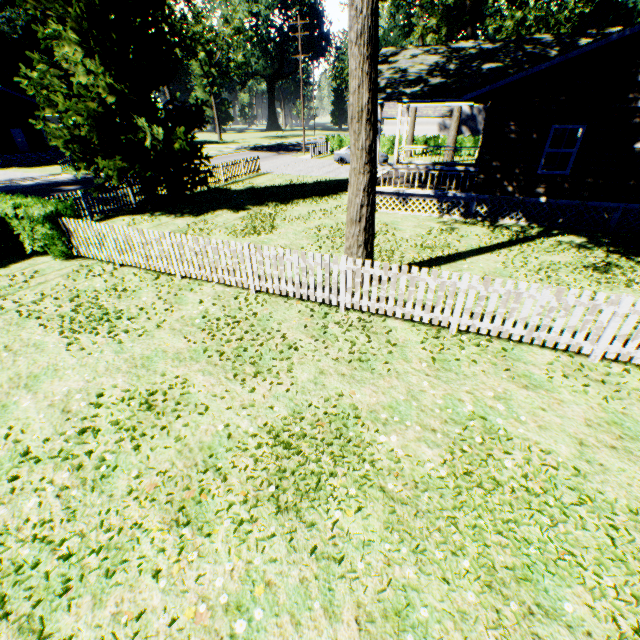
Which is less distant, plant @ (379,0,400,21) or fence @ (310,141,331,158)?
plant @ (379,0,400,21)

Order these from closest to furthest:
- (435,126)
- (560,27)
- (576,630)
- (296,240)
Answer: (576,630) → (296,240) → (435,126) → (560,27)

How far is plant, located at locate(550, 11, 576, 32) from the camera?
57.92m

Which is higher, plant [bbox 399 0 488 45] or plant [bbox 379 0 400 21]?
plant [bbox 379 0 400 21]

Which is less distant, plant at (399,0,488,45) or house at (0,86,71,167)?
plant at (399,0,488,45)

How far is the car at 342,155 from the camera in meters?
29.0

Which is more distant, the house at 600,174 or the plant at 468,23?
the plant at 468,23

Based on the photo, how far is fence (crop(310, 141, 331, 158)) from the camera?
34.1 meters
